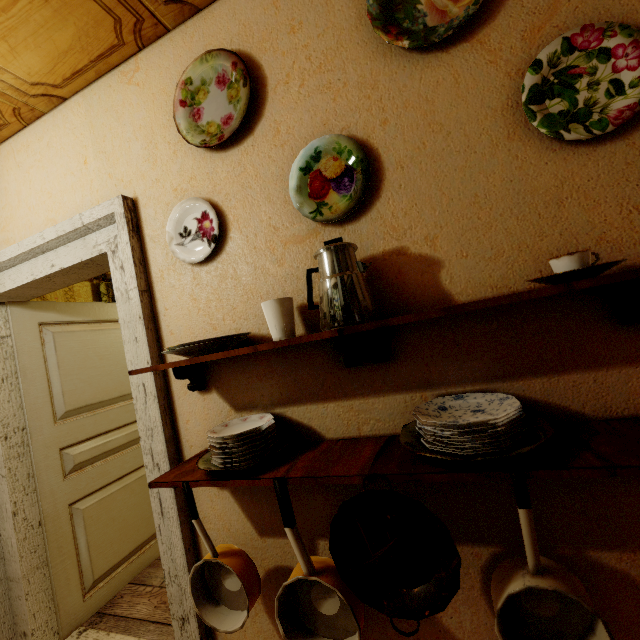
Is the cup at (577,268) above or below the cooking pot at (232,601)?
above

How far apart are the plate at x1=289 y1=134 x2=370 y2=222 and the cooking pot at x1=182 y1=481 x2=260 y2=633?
1.0m

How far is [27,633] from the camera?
1.8 meters

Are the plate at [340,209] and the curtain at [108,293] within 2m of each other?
no

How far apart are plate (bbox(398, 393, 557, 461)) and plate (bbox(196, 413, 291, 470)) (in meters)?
0.46

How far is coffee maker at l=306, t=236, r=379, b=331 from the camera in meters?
0.9

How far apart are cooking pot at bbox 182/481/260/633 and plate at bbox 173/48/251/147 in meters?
1.2

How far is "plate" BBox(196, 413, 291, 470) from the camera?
1.0 meters
